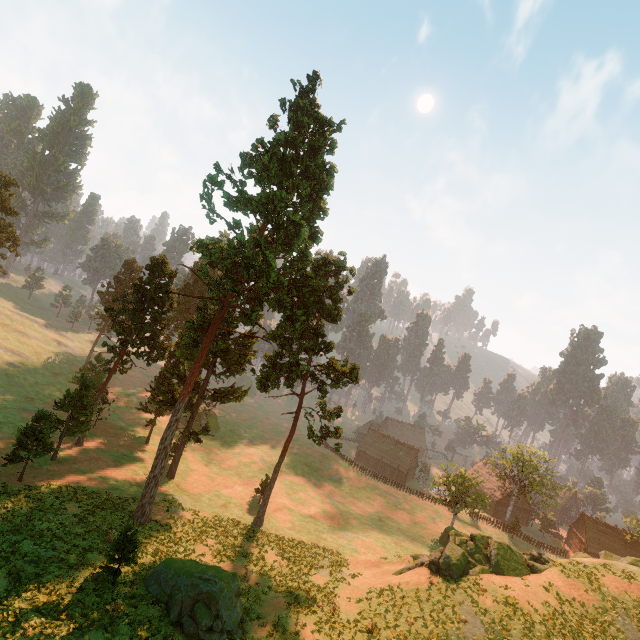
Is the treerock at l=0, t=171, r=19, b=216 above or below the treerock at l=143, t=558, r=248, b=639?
above

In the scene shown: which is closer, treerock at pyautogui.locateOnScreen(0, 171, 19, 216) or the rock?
the rock

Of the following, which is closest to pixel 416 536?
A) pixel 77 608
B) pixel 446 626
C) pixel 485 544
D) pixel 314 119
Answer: pixel 485 544

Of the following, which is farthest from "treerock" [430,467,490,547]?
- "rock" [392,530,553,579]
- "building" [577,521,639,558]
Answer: "rock" [392,530,553,579]

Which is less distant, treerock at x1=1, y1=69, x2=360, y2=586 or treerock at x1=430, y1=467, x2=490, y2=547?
treerock at x1=1, y1=69, x2=360, y2=586

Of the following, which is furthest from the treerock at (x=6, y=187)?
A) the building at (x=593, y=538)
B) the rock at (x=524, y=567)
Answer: the rock at (x=524, y=567)

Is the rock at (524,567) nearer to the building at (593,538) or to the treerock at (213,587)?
the treerock at (213,587)
